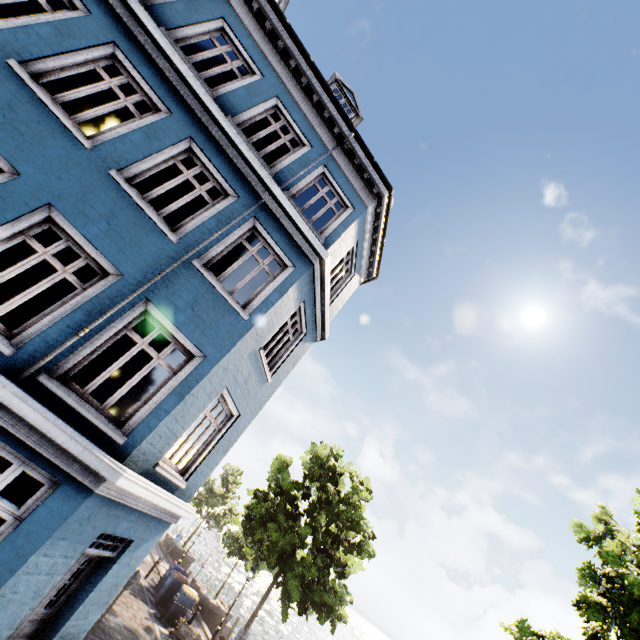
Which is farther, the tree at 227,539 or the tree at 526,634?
the tree at 227,539

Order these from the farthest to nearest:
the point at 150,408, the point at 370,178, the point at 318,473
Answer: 1. the point at 318,473
2. the point at 370,178
3. the point at 150,408

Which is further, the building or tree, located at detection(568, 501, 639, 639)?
tree, located at detection(568, 501, 639, 639)

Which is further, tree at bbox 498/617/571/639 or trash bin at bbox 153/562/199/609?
trash bin at bbox 153/562/199/609

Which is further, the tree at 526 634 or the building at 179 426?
the tree at 526 634

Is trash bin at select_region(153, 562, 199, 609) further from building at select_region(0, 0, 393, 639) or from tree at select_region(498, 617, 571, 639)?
tree at select_region(498, 617, 571, 639)

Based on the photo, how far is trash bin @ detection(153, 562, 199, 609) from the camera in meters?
15.2 m

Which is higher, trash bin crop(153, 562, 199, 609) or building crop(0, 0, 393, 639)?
building crop(0, 0, 393, 639)
